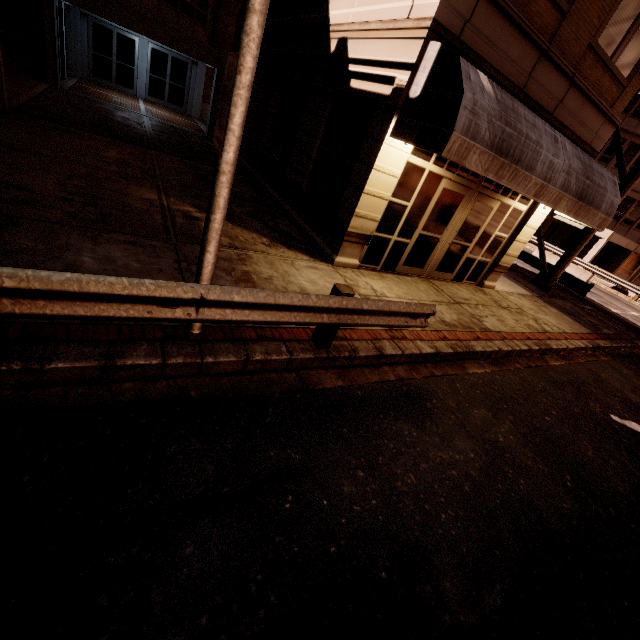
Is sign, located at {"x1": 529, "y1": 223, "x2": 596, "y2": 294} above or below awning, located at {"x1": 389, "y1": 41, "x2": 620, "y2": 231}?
below

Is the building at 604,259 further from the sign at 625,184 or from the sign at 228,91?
the sign at 228,91

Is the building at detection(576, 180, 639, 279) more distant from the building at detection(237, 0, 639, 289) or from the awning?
the building at detection(237, 0, 639, 289)

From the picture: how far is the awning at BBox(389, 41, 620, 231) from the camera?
5.1 meters

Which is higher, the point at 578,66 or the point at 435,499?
the point at 578,66

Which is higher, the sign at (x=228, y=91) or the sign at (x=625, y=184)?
the sign at (x=625, y=184)

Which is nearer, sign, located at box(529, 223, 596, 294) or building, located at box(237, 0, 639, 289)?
building, located at box(237, 0, 639, 289)
